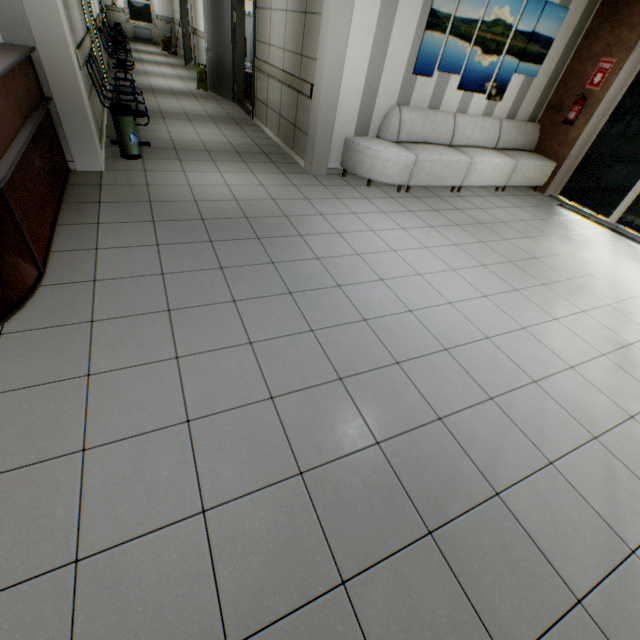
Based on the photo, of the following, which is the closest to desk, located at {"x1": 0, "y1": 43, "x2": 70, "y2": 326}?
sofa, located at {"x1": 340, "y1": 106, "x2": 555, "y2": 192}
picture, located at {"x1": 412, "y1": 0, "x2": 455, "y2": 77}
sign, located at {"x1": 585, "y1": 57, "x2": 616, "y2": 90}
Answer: sofa, located at {"x1": 340, "y1": 106, "x2": 555, "y2": 192}

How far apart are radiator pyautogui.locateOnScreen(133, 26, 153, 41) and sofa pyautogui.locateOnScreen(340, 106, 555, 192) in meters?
18.0

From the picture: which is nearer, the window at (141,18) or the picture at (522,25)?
the picture at (522,25)

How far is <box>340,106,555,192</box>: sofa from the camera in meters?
5.1 m

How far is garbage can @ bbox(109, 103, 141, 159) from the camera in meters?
4.2 m

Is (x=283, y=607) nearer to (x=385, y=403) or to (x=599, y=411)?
(x=385, y=403)

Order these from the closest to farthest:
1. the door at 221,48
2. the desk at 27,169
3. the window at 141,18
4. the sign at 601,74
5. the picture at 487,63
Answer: the desk at 27,169, the picture at 487,63, the sign at 601,74, the door at 221,48, the window at 141,18

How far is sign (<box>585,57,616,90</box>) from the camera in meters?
5.5
